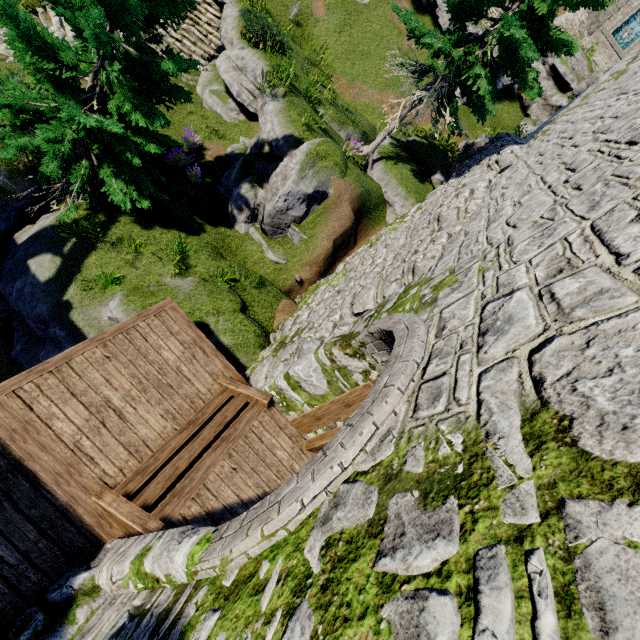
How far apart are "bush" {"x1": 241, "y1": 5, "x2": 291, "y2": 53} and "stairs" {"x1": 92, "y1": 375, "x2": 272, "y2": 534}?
12.9m

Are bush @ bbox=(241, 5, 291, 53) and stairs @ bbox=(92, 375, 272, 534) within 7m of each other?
no

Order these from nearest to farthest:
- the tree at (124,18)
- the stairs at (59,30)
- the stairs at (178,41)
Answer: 1. the tree at (124,18)
2. the stairs at (59,30)
3. the stairs at (178,41)

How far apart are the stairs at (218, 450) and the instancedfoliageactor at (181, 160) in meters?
7.5

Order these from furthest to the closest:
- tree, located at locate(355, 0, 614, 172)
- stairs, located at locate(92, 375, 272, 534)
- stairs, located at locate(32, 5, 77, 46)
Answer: stairs, located at locate(32, 5, 77, 46)
tree, located at locate(355, 0, 614, 172)
stairs, located at locate(92, 375, 272, 534)

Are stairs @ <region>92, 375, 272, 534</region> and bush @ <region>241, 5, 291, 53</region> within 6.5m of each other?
no

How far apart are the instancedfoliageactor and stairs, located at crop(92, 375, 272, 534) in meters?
7.5 m

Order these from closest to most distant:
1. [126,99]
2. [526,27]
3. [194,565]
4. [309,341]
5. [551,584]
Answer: Answer:
1. [551,584]
2. [194,565]
3. [309,341]
4. [126,99]
5. [526,27]
